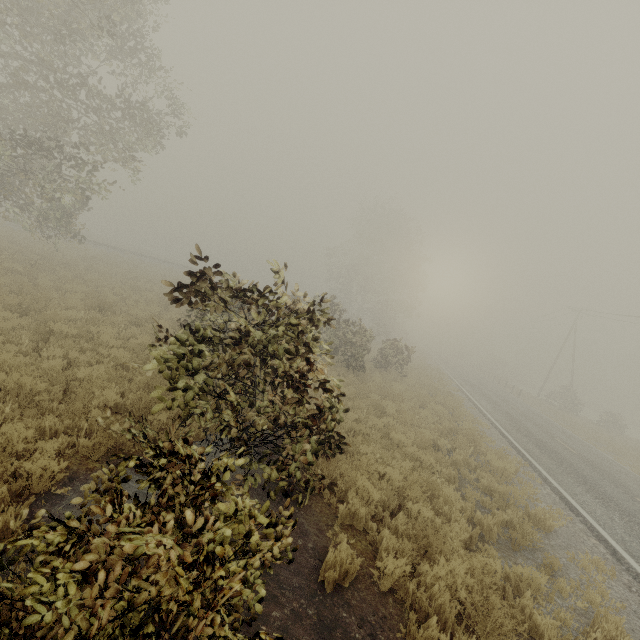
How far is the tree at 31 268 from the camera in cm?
1302

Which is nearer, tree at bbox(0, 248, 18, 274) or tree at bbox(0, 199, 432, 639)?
tree at bbox(0, 199, 432, 639)

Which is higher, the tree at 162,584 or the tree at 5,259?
the tree at 162,584

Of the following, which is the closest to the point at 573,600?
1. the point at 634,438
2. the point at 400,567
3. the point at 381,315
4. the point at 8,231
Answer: the point at 400,567

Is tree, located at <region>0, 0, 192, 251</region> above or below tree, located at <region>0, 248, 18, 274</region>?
above

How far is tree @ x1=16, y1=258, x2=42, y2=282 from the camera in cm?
→ 1302

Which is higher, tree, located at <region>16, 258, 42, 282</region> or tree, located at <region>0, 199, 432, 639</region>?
tree, located at <region>0, 199, 432, 639</region>

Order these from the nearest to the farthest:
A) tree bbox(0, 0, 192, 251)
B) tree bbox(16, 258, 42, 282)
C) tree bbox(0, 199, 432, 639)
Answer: tree bbox(0, 199, 432, 639) → tree bbox(0, 0, 192, 251) → tree bbox(16, 258, 42, 282)
